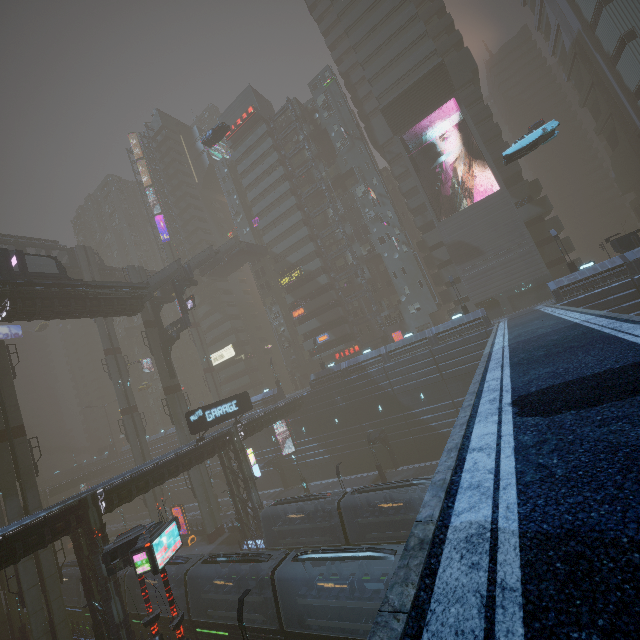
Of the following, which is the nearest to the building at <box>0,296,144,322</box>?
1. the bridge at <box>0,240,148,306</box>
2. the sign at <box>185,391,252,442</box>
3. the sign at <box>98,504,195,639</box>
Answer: the bridge at <box>0,240,148,306</box>

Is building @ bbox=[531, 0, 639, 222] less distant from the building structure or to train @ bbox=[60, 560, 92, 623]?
train @ bbox=[60, 560, 92, 623]

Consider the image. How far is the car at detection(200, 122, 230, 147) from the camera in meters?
42.0 m

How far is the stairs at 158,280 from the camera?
36.9 meters

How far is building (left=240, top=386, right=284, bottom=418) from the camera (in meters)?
48.41

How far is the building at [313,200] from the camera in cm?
5641

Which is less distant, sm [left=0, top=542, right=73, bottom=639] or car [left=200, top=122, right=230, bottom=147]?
sm [left=0, top=542, right=73, bottom=639]

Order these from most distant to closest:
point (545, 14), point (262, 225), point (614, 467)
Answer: point (262, 225) → point (545, 14) → point (614, 467)
